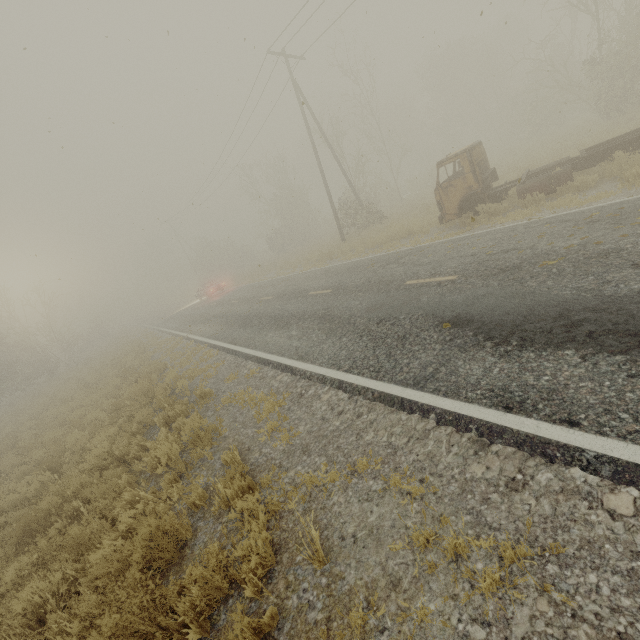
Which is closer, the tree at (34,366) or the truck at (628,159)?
the truck at (628,159)

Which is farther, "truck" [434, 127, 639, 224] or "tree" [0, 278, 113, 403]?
"tree" [0, 278, 113, 403]

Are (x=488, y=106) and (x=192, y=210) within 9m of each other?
no
